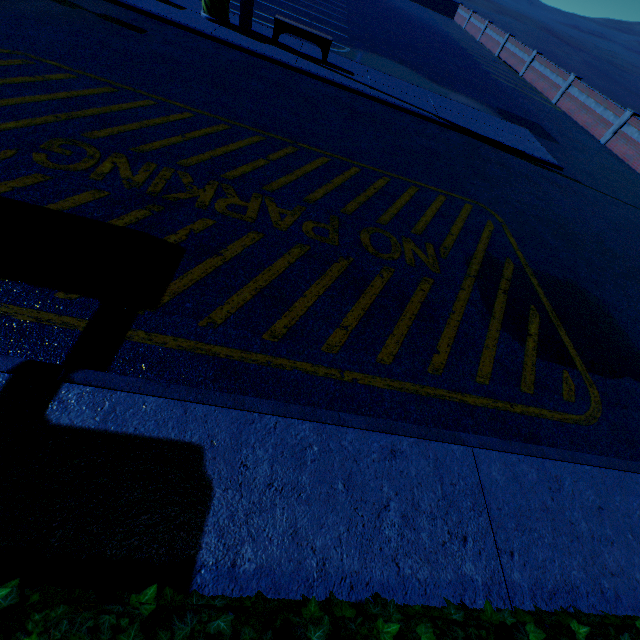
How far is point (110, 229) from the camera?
3.7 meters

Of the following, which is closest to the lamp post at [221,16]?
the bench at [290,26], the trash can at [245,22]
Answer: the trash can at [245,22]

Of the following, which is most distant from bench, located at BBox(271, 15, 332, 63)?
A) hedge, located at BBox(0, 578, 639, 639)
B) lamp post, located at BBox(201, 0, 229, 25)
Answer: hedge, located at BBox(0, 578, 639, 639)

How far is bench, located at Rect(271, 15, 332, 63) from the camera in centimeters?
947cm

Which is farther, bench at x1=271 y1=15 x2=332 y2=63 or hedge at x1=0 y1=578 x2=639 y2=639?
bench at x1=271 y1=15 x2=332 y2=63

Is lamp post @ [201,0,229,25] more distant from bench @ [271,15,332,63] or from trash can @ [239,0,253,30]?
bench @ [271,15,332,63]

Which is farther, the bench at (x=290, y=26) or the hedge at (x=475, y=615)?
the bench at (x=290, y=26)

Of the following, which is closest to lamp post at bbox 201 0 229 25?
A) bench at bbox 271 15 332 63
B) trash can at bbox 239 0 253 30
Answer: trash can at bbox 239 0 253 30
